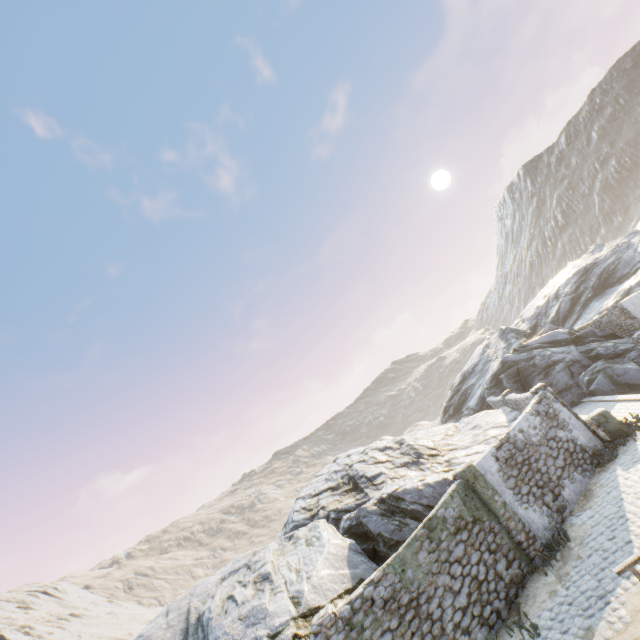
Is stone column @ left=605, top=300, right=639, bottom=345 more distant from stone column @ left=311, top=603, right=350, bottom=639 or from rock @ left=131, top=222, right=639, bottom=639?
stone column @ left=311, top=603, right=350, bottom=639

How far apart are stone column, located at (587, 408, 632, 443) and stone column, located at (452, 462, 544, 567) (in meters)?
5.10

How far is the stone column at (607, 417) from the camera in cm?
1265

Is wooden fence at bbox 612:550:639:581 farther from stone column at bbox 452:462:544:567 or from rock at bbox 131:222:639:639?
rock at bbox 131:222:639:639

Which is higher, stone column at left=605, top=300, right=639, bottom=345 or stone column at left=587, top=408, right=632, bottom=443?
stone column at left=605, top=300, right=639, bottom=345

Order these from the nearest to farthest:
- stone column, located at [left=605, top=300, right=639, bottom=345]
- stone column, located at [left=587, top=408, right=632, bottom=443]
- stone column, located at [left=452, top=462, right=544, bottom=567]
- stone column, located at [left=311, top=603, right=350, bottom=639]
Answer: stone column, located at [left=311, top=603, right=350, bottom=639]
stone column, located at [left=452, top=462, right=544, bottom=567]
stone column, located at [left=587, top=408, right=632, bottom=443]
stone column, located at [left=605, top=300, right=639, bottom=345]

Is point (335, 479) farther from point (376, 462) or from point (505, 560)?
point (505, 560)

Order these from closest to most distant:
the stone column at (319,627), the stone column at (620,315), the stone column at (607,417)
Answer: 1. the stone column at (319,627)
2. the stone column at (607,417)
3. the stone column at (620,315)
